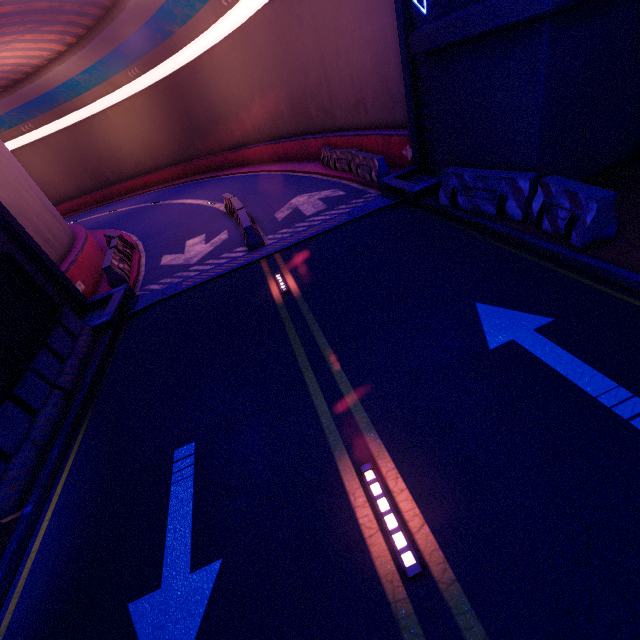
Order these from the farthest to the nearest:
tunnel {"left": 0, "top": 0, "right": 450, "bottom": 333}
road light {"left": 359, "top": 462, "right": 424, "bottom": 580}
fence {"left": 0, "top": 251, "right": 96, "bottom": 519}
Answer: tunnel {"left": 0, "top": 0, "right": 450, "bottom": 333} → fence {"left": 0, "top": 251, "right": 96, "bottom": 519} → road light {"left": 359, "top": 462, "right": 424, "bottom": 580}

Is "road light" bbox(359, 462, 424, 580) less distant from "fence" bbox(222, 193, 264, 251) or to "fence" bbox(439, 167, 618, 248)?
"fence" bbox(439, 167, 618, 248)

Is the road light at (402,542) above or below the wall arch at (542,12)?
below

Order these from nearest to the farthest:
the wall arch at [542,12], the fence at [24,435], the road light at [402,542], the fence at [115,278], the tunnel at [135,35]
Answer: the road light at [402,542] → the fence at [24,435] → the wall arch at [542,12] → the tunnel at [135,35] → the fence at [115,278]

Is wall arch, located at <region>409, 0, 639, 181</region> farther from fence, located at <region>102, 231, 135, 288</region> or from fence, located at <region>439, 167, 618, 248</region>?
fence, located at <region>102, 231, 135, 288</region>

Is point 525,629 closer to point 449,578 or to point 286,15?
point 449,578

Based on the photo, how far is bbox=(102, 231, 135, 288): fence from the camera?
11.6m

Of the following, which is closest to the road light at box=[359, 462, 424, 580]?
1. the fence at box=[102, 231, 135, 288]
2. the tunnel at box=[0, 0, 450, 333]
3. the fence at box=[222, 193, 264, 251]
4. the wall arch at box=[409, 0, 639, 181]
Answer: the wall arch at box=[409, 0, 639, 181]
